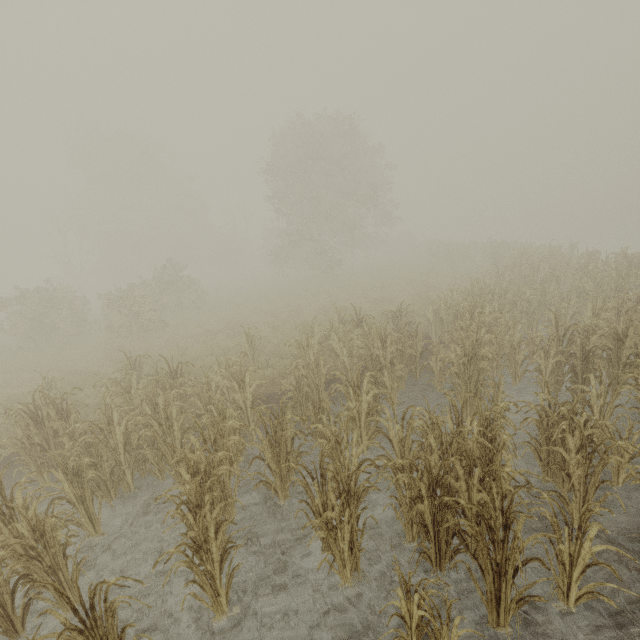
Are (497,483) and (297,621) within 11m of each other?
yes
